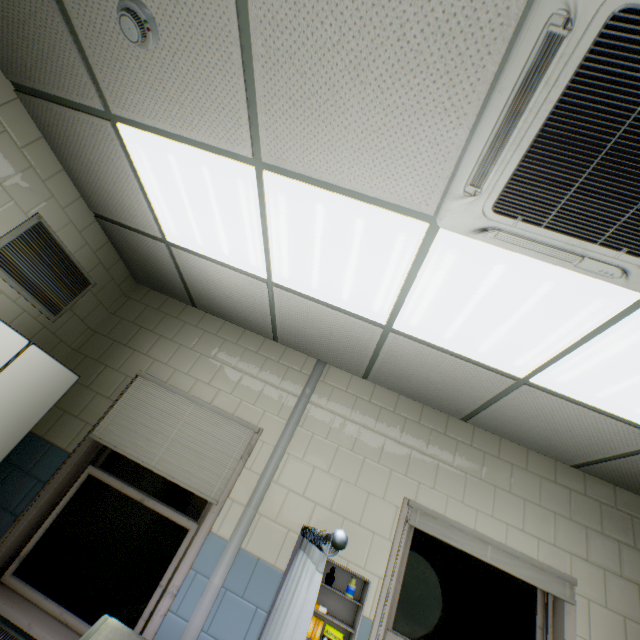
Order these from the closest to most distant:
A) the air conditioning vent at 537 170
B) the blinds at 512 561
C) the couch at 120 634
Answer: the air conditioning vent at 537 170, the couch at 120 634, the blinds at 512 561

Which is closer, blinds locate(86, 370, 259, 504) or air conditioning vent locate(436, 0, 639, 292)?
air conditioning vent locate(436, 0, 639, 292)

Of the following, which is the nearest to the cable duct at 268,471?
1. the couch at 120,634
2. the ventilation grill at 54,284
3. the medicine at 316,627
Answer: the couch at 120,634

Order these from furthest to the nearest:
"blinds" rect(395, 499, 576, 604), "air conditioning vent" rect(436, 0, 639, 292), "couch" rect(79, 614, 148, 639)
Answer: "blinds" rect(395, 499, 576, 604) < "couch" rect(79, 614, 148, 639) < "air conditioning vent" rect(436, 0, 639, 292)

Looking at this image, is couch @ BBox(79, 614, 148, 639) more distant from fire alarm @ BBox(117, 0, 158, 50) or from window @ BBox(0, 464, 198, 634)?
fire alarm @ BBox(117, 0, 158, 50)

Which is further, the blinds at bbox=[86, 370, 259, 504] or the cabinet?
the blinds at bbox=[86, 370, 259, 504]

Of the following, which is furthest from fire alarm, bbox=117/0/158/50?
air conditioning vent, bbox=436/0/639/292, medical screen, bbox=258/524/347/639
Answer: medical screen, bbox=258/524/347/639

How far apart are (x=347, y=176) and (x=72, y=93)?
1.75m
